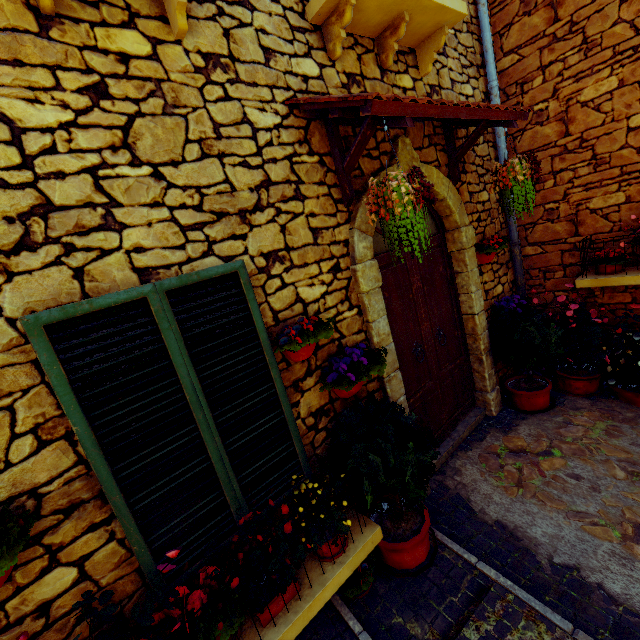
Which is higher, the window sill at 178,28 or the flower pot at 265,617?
the window sill at 178,28

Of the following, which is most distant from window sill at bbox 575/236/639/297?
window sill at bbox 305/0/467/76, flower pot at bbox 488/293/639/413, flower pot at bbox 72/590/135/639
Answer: flower pot at bbox 72/590/135/639

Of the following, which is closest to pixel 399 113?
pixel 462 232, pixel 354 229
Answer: pixel 354 229

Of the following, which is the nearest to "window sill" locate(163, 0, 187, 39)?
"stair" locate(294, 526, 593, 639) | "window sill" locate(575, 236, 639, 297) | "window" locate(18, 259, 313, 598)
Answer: "window" locate(18, 259, 313, 598)

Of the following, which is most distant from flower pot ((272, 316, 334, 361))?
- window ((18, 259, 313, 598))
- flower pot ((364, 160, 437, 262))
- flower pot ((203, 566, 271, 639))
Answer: flower pot ((203, 566, 271, 639))

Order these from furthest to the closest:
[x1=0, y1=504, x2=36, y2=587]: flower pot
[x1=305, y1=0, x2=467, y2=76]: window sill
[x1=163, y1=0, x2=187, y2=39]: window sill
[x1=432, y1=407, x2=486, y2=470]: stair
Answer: [x1=432, y1=407, x2=486, y2=470]: stair < [x1=305, y1=0, x2=467, y2=76]: window sill < [x1=163, y1=0, x2=187, y2=39]: window sill < [x1=0, y1=504, x2=36, y2=587]: flower pot

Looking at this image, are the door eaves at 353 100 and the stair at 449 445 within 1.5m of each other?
no

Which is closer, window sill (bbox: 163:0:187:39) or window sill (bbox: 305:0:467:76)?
window sill (bbox: 163:0:187:39)
